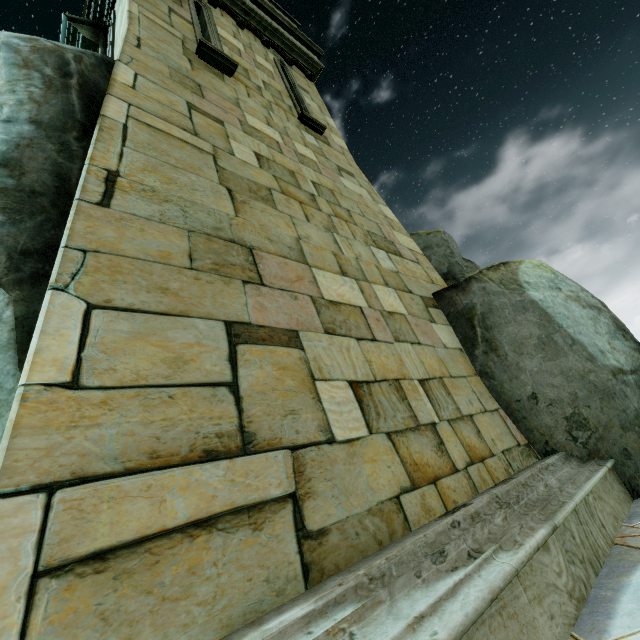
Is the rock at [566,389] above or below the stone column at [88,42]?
below

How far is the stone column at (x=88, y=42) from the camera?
5.18m

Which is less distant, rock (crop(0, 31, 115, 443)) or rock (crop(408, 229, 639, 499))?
rock (crop(0, 31, 115, 443))

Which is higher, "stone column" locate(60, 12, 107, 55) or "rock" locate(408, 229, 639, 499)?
"stone column" locate(60, 12, 107, 55)

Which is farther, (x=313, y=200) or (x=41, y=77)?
(x=313, y=200)

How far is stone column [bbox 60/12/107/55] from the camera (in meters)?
5.18

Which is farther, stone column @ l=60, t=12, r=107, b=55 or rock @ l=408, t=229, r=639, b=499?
Answer: stone column @ l=60, t=12, r=107, b=55

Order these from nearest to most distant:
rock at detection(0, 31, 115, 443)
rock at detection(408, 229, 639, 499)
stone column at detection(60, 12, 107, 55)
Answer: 1. rock at detection(0, 31, 115, 443)
2. rock at detection(408, 229, 639, 499)
3. stone column at detection(60, 12, 107, 55)
